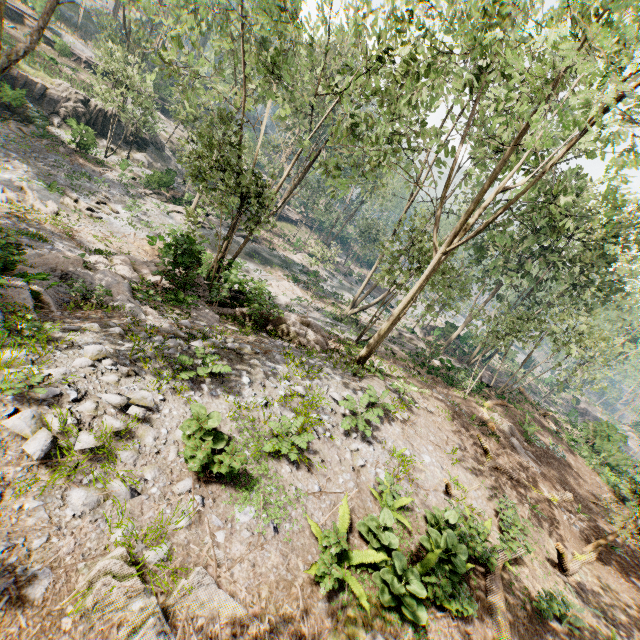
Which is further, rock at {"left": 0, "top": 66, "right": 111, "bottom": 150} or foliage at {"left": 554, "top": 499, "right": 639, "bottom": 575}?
rock at {"left": 0, "top": 66, "right": 111, "bottom": 150}

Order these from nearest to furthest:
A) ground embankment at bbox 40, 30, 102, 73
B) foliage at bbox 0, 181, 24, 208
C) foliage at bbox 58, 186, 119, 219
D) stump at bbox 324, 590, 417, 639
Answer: stump at bbox 324, 590, 417, 639
foliage at bbox 0, 181, 24, 208
foliage at bbox 58, 186, 119, 219
ground embankment at bbox 40, 30, 102, 73

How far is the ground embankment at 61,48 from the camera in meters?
36.8 m

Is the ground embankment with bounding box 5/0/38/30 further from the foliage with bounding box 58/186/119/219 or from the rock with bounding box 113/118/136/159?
the rock with bounding box 113/118/136/159

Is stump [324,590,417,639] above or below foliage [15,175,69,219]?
above

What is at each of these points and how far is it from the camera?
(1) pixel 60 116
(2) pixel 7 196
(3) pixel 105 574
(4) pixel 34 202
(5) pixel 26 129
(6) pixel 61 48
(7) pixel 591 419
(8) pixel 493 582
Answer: (1) rock, 30.50m
(2) foliage, 17.42m
(3) foliage, 4.26m
(4) foliage, 18.64m
(5) foliage, 25.73m
(6) ground embankment, 37.19m
(7) ground embankment, 51.16m
(8) foliage, 8.00m

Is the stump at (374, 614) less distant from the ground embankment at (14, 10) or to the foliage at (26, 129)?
the foliage at (26, 129)

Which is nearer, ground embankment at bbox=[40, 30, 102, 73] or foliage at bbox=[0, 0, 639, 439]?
foliage at bbox=[0, 0, 639, 439]
